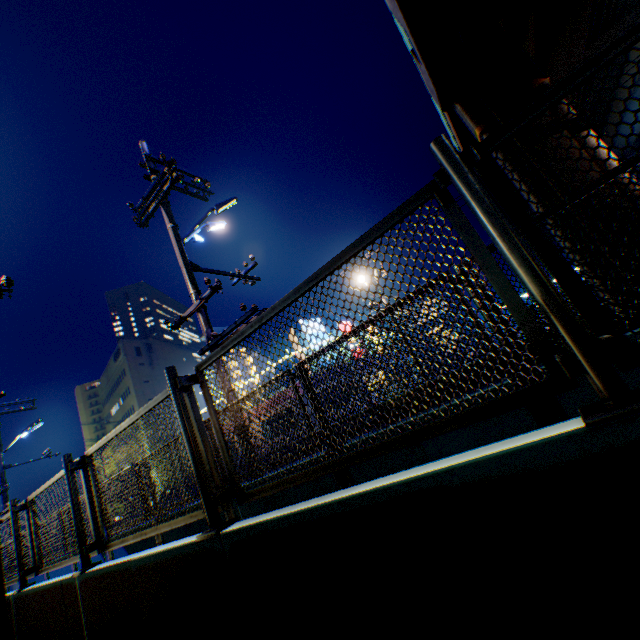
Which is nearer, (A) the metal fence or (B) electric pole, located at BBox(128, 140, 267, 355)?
(A) the metal fence

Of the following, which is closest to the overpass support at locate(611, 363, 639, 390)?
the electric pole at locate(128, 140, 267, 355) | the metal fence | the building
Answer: the metal fence

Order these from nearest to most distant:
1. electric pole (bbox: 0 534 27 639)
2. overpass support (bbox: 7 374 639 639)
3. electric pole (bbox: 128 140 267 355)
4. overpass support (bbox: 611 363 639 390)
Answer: overpass support (bbox: 7 374 639 639), overpass support (bbox: 611 363 639 390), electric pole (bbox: 0 534 27 639), electric pole (bbox: 128 140 267 355)

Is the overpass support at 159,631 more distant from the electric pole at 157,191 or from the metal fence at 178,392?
the electric pole at 157,191

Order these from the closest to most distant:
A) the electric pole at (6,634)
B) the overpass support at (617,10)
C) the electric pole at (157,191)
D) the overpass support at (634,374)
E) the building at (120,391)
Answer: the overpass support at (634,374) → the electric pole at (6,634) → the electric pole at (157,191) → the overpass support at (617,10) → the building at (120,391)

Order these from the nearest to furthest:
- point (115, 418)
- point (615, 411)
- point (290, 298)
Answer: point (615, 411), point (290, 298), point (115, 418)

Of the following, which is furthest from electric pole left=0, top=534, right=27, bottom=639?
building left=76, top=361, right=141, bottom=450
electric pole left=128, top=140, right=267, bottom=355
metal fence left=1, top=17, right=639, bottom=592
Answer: building left=76, top=361, right=141, bottom=450
